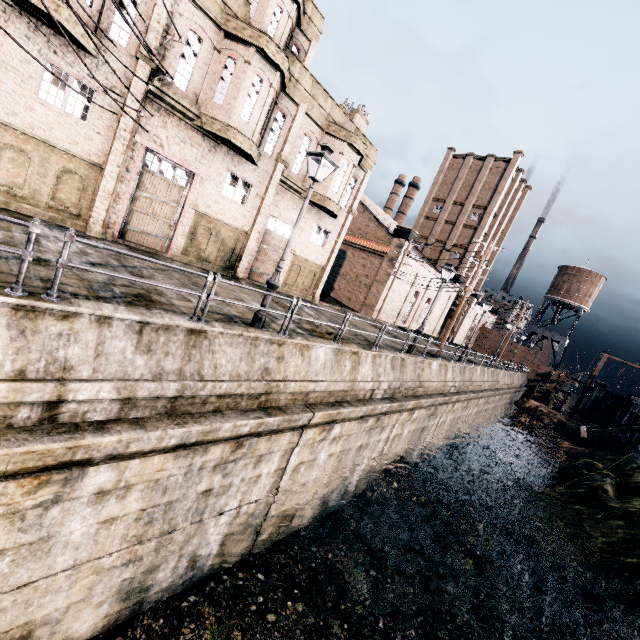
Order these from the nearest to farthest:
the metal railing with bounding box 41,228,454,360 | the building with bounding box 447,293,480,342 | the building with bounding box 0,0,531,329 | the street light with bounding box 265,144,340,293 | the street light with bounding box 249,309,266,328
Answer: the metal railing with bounding box 41,228,454,360 < the street light with bounding box 265,144,340,293 < the street light with bounding box 249,309,266,328 < the building with bounding box 0,0,531,329 < the building with bounding box 447,293,480,342

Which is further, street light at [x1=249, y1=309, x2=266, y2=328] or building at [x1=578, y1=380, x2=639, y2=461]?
building at [x1=578, y1=380, x2=639, y2=461]

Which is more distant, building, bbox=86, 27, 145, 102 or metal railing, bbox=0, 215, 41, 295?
building, bbox=86, 27, 145, 102

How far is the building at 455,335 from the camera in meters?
55.1

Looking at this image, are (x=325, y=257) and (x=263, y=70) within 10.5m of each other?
no

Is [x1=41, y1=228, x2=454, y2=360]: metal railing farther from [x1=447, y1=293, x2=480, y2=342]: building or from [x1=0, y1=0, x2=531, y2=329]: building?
[x1=447, y1=293, x2=480, y2=342]: building

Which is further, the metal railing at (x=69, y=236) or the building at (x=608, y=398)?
the building at (x=608, y=398)

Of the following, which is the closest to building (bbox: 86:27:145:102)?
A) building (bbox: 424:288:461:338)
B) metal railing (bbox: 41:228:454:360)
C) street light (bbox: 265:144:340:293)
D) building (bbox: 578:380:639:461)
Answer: building (bbox: 424:288:461:338)
